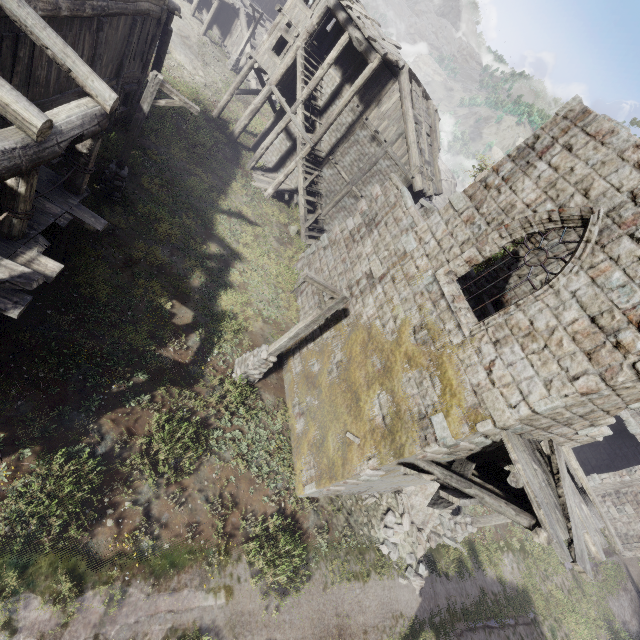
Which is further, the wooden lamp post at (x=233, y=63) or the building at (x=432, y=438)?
the wooden lamp post at (x=233, y=63)

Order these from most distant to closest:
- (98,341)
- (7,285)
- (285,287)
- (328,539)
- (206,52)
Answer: (206,52), (285,287), (328,539), (98,341), (7,285)

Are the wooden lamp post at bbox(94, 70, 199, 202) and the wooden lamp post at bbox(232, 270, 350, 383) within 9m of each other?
yes

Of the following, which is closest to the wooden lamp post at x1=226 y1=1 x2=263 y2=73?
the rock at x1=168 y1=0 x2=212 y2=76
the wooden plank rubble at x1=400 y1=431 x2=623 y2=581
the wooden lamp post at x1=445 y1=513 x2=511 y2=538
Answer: the rock at x1=168 y1=0 x2=212 y2=76

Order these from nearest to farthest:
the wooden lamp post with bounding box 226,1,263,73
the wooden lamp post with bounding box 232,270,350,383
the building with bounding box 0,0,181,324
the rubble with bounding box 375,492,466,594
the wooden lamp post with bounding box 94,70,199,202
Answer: the building with bounding box 0,0,181,324 → the wooden lamp post with bounding box 232,270,350,383 → the wooden lamp post with bounding box 94,70,199,202 → the rubble with bounding box 375,492,466,594 → the wooden lamp post with bounding box 226,1,263,73

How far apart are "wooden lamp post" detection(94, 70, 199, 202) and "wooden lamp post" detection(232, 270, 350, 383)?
6.28m

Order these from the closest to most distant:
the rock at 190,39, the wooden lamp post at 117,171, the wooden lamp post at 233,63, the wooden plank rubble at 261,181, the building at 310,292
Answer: the wooden lamp post at 117,171
the building at 310,292
the wooden plank rubble at 261,181
the rock at 190,39
the wooden lamp post at 233,63

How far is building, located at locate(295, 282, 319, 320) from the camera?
14.80m
